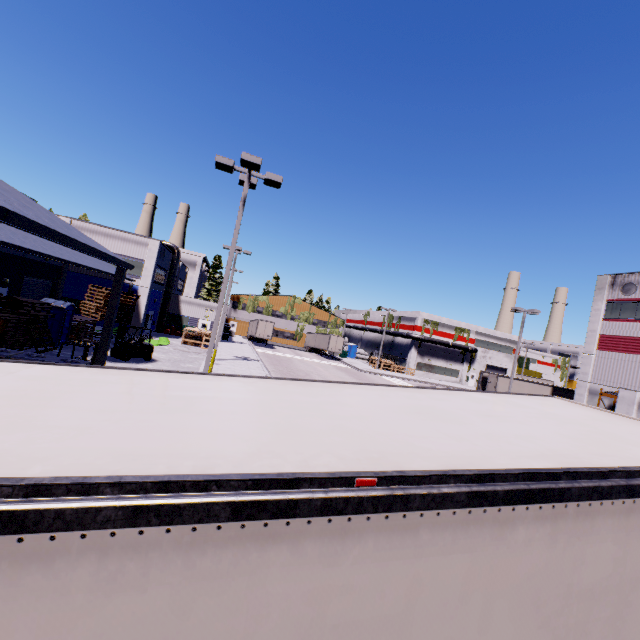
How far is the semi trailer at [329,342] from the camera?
53.0 meters

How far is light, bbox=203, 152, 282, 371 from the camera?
11.12m

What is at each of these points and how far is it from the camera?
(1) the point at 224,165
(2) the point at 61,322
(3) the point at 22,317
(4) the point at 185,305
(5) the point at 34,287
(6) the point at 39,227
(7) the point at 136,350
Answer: (1) light, 11.45m
(2) portable restroom, 20.77m
(3) pallet, 17.78m
(4) building, 41.72m
(5) roll-up door, 27.22m
(6) building, 5.60m
(7) forklift, 21.55m

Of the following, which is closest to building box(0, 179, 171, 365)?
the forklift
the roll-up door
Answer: the roll-up door

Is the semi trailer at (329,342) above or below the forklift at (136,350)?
above

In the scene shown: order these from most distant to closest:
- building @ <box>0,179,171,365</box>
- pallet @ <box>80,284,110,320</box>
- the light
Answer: pallet @ <box>80,284,110,320</box>, the light, building @ <box>0,179,171,365</box>

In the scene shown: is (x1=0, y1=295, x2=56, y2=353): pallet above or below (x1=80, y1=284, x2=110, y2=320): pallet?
below

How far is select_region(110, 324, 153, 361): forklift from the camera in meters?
20.7
